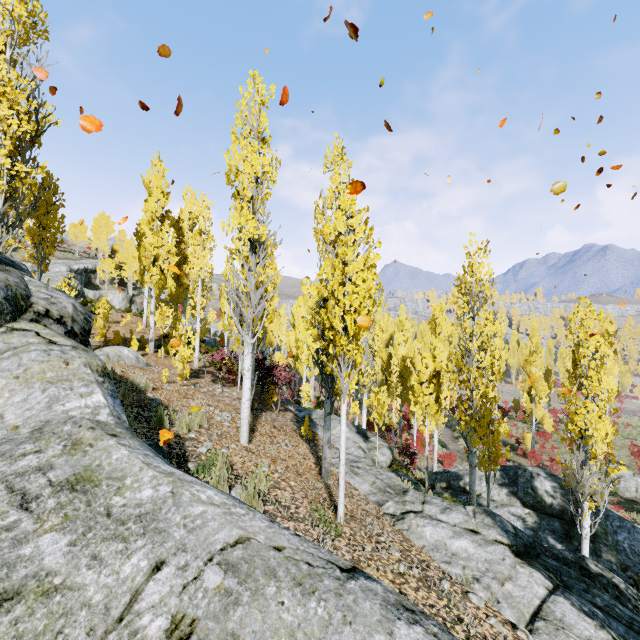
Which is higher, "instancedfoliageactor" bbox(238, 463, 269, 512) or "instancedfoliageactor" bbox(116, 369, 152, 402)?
"instancedfoliageactor" bbox(116, 369, 152, 402)

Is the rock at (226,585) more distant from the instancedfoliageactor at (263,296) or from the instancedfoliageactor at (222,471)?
the instancedfoliageactor at (263,296)

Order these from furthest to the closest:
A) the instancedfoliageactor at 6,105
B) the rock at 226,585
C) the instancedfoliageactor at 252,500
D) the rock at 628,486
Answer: Result:
1. the rock at 628,486
2. the instancedfoliageactor at 6,105
3. the instancedfoliageactor at 252,500
4. the rock at 226,585

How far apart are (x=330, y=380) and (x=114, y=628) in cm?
582

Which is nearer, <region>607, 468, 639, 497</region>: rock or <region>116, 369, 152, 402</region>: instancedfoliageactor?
<region>116, 369, 152, 402</region>: instancedfoliageactor

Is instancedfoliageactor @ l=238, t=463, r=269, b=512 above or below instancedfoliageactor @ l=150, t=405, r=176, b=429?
below

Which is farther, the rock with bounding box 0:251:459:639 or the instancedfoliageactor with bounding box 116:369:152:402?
the instancedfoliageactor with bounding box 116:369:152:402
